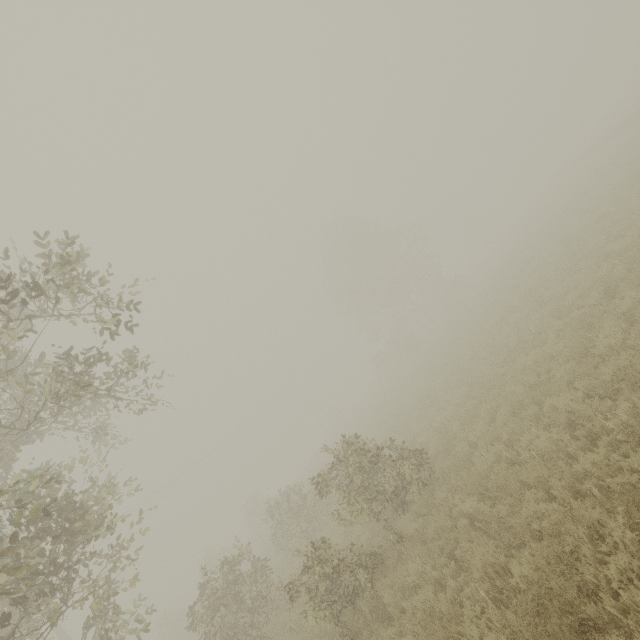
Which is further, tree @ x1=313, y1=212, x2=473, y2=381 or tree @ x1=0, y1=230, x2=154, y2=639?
tree @ x1=313, y1=212, x2=473, y2=381

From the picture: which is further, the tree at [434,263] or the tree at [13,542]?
the tree at [434,263]

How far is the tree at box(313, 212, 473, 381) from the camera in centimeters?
3822cm

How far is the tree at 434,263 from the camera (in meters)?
38.22

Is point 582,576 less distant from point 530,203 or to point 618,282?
point 618,282
